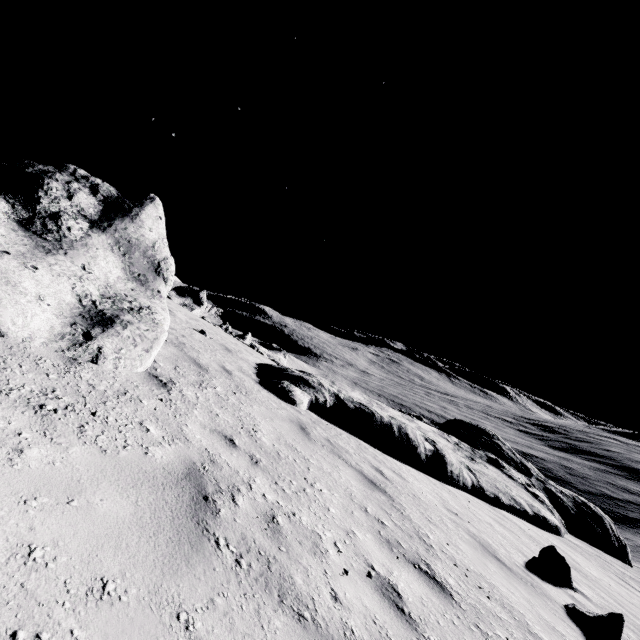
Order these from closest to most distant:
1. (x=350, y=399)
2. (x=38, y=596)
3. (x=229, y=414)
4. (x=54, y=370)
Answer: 1. (x=38, y=596)
2. (x=54, y=370)
3. (x=229, y=414)
4. (x=350, y=399)

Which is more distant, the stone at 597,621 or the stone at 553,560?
the stone at 553,560

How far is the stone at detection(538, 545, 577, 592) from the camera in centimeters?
663cm

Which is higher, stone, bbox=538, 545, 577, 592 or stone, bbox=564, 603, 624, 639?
stone, bbox=564, 603, 624, 639

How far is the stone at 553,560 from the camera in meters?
6.6

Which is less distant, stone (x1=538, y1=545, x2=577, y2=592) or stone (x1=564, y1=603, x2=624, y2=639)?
stone (x1=564, y1=603, x2=624, y2=639)
